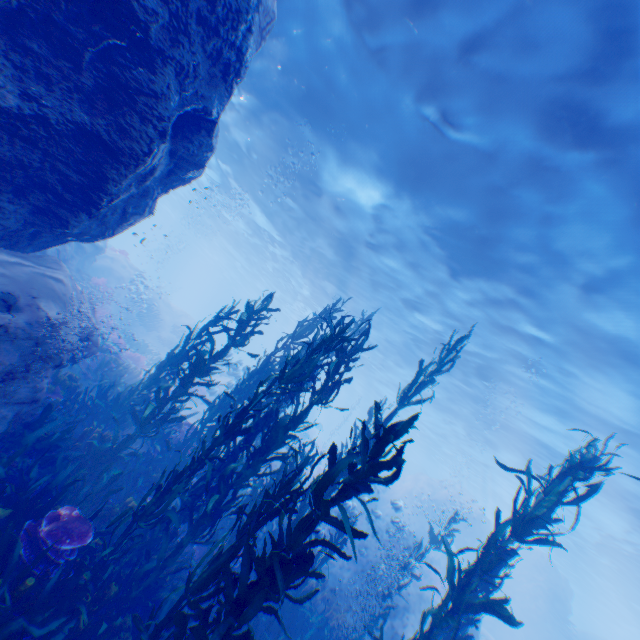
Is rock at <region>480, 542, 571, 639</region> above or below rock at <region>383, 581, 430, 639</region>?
above

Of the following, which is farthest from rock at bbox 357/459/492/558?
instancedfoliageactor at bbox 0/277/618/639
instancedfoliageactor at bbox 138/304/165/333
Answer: instancedfoliageactor at bbox 138/304/165/333

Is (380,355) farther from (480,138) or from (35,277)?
(35,277)

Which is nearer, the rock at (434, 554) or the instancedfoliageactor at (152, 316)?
the instancedfoliageactor at (152, 316)

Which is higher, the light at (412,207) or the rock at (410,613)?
the light at (412,207)

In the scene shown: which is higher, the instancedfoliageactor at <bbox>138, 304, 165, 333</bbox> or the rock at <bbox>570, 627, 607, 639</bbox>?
the rock at <bbox>570, 627, 607, 639</bbox>

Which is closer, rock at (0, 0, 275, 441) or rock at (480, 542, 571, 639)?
rock at (0, 0, 275, 441)
